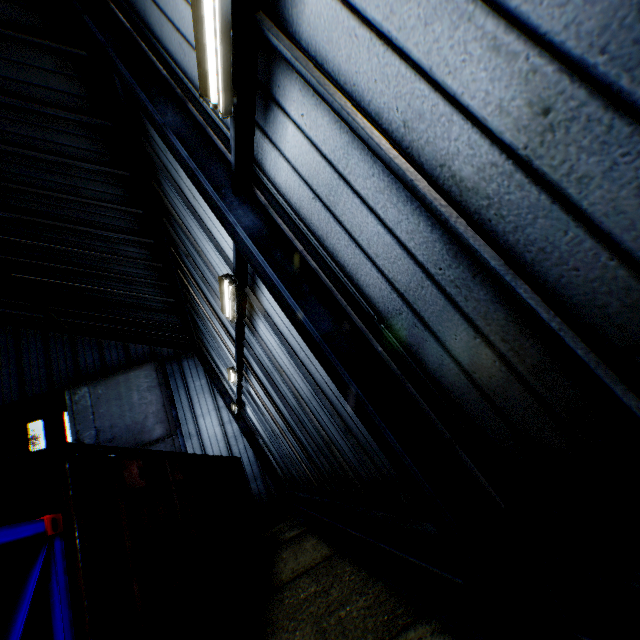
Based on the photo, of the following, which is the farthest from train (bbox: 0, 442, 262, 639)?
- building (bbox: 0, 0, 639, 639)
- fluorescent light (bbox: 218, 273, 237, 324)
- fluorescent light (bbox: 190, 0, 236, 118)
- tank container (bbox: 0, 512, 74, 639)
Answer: fluorescent light (bbox: 190, 0, 236, 118)

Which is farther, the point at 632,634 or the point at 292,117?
the point at 292,117

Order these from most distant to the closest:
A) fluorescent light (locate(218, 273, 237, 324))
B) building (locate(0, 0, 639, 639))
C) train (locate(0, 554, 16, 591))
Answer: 1. fluorescent light (locate(218, 273, 237, 324))
2. train (locate(0, 554, 16, 591))
3. building (locate(0, 0, 639, 639))

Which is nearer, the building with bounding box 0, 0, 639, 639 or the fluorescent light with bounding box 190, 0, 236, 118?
the building with bounding box 0, 0, 639, 639

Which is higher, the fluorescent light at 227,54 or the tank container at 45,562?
the fluorescent light at 227,54

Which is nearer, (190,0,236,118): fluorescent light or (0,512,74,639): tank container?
(0,512,74,639): tank container

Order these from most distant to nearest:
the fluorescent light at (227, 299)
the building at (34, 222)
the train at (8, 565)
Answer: the fluorescent light at (227, 299) < the train at (8, 565) < the building at (34, 222)

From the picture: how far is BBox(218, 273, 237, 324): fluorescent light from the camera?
5.9 meters
